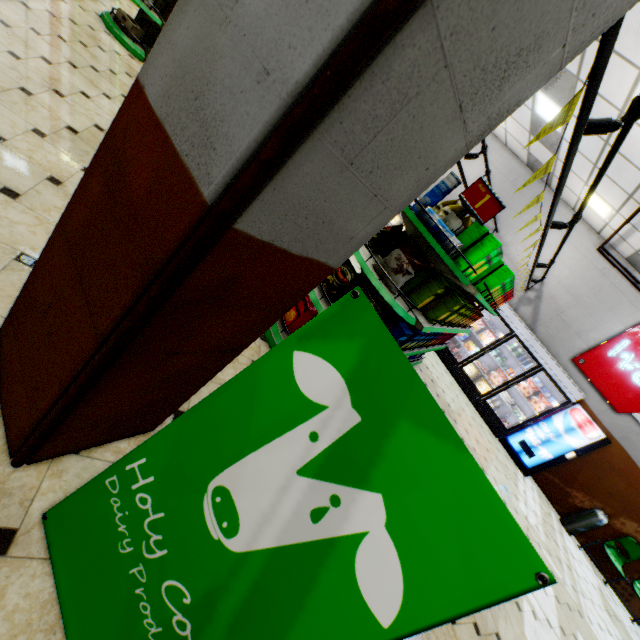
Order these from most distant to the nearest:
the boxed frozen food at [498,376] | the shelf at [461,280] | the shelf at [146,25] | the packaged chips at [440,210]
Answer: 1. the boxed frozen food at [498,376]
2. the shelf at [146,25]
3. the packaged chips at [440,210]
4. the shelf at [461,280]

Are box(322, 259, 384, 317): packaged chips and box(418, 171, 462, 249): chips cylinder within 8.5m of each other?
yes

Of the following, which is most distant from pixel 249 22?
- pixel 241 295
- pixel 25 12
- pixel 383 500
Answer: pixel 25 12

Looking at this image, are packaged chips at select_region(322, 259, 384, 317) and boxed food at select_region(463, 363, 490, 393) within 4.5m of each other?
no

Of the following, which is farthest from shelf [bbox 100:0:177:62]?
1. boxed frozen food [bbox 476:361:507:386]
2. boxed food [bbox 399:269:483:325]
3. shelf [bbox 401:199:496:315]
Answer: boxed frozen food [bbox 476:361:507:386]

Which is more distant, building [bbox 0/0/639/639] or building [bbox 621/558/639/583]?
building [bbox 621/558/639/583]

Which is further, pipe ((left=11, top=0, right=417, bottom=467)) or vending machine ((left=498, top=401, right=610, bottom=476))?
vending machine ((left=498, top=401, right=610, bottom=476))

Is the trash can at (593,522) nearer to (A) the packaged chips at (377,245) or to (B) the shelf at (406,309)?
(B) the shelf at (406,309)
